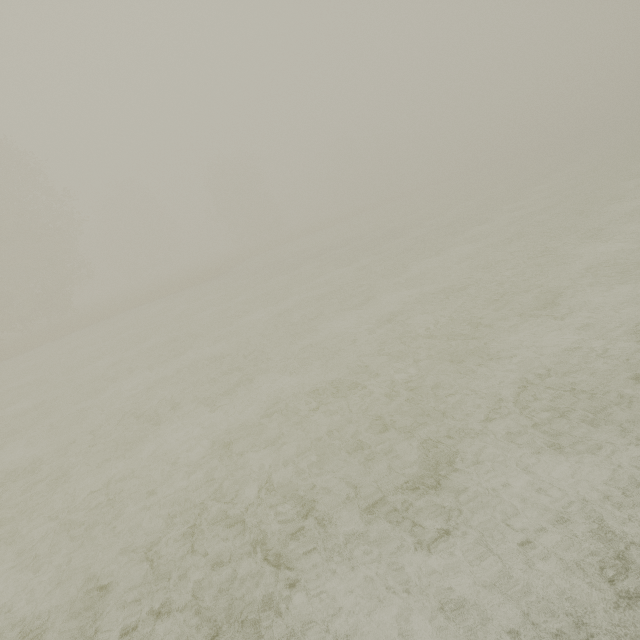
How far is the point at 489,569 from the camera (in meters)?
3.25
